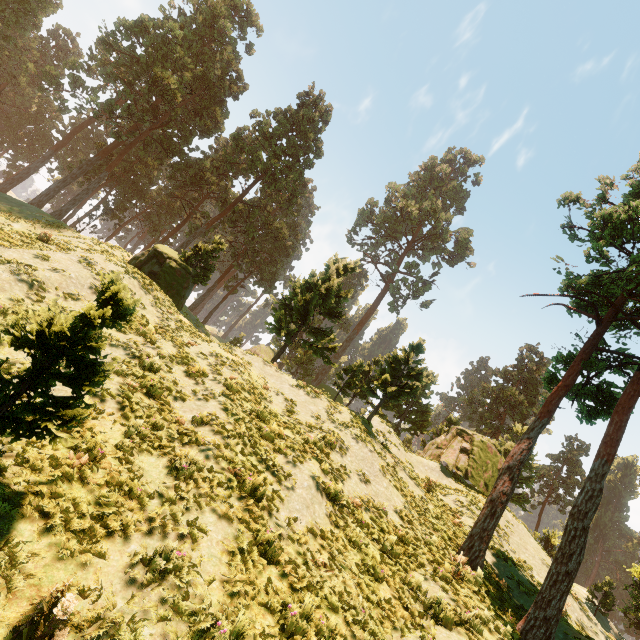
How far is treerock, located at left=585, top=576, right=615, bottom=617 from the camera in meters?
25.7

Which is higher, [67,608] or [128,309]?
[128,309]

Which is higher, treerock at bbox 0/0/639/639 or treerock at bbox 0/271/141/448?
treerock at bbox 0/0/639/639

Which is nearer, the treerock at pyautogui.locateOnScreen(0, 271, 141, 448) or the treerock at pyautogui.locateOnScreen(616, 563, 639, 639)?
the treerock at pyautogui.locateOnScreen(0, 271, 141, 448)

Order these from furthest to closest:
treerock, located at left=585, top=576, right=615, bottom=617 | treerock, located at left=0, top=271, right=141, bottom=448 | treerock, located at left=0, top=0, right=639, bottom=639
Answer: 1. treerock, located at left=585, top=576, right=615, bottom=617
2. treerock, located at left=0, top=0, right=639, bottom=639
3. treerock, located at left=0, top=271, right=141, bottom=448

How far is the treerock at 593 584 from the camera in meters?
25.7 m

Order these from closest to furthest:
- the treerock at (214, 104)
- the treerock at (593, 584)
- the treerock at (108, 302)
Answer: the treerock at (108, 302) < the treerock at (214, 104) < the treerock at (593, 584)
